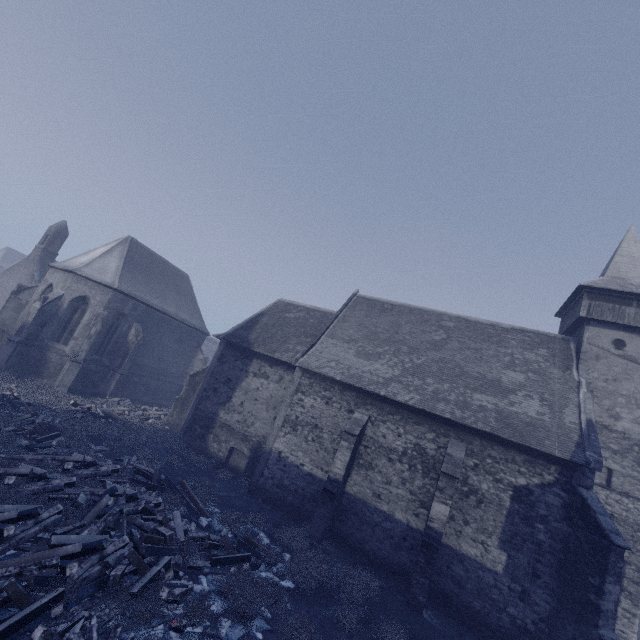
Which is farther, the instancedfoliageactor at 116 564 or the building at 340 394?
the building at 340 394

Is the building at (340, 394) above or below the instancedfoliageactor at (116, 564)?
above

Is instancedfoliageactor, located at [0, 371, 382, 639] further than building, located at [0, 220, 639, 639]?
No

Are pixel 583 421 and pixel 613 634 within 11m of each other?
yes

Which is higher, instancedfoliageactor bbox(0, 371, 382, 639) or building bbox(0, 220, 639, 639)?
building bbox(0, 220, 639, 639)
